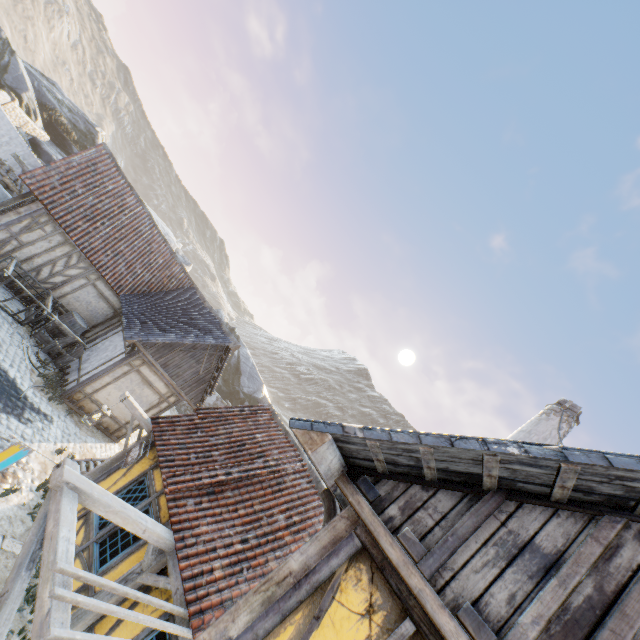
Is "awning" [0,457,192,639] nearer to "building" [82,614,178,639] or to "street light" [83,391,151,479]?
"building" [82,614,178,639]

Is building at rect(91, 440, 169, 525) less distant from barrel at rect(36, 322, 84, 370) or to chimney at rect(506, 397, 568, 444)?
chimney at rect(506, 397, 568, 444)

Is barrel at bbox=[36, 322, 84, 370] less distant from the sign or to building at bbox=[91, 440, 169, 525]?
building at bbox=[91, 440, 169, 525]

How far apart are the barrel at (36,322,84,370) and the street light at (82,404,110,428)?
4.8m

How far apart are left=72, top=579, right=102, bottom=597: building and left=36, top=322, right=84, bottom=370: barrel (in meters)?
5.19

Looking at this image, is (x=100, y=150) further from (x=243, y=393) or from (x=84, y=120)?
(x=243, y=393)

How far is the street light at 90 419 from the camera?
8.1m

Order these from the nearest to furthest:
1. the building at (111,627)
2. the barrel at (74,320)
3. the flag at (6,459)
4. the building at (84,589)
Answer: the flag at (6,459), the building at (111,627), the building at (84,589), the barrel at (74,320)
